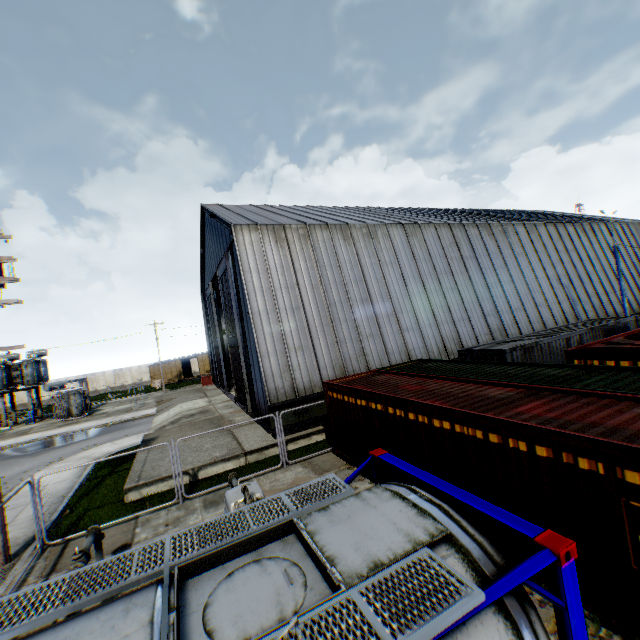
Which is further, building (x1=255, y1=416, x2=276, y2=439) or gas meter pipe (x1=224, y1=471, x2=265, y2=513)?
building (x1=255, y1=416, x2=276, y2=439)

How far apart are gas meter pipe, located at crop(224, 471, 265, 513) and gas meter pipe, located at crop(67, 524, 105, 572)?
2.8m

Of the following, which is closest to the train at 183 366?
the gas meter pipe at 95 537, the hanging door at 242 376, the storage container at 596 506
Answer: the hanging door at 242 376

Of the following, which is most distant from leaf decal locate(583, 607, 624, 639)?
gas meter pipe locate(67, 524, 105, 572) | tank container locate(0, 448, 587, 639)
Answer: gas meter pipe locate(67, 524, 105, 572)

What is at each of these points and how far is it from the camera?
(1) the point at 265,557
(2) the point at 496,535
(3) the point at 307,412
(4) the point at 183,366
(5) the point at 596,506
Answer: Result:
(1) tank container, 3.6 meters
(2) storage container, 6.5 meters
(3) building, 15.7 meters
(4) train, 52.7 meters
(5) storage container, 4.8 meters

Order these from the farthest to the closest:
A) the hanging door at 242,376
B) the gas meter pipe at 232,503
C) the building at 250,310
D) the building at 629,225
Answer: the building at 629,225
the hanging door at 242,376
the building at 250,310
the gas meter pipe at 232,503

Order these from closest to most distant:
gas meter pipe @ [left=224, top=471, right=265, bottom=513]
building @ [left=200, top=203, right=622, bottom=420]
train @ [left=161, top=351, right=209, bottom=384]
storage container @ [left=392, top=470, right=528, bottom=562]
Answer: storage container @ [left=392, top=470, right=528, bottom=562] → gas meter pipe @ [left=224, top=471, right=265, bottom=513] → building @ [left=200, top=203, right=622, bottom=420] → train @ [left=161, top=351, right=209, bottom=384]

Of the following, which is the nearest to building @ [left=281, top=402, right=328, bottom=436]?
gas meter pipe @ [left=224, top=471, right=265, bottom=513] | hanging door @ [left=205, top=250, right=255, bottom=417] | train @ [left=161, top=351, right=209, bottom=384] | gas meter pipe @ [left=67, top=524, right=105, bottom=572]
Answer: hanging door @ [left=205, top=250, right=255, bottom=417]
